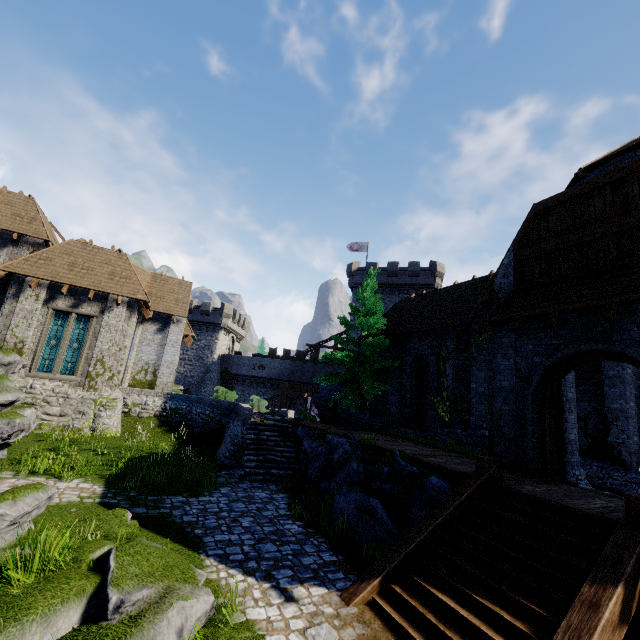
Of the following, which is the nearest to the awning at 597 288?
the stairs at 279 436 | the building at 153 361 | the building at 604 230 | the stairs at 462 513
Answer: the building at 604 230

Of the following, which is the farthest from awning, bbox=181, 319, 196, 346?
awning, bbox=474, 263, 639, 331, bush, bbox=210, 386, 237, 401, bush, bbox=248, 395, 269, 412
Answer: awning, bbox=474, 263, 639, 331

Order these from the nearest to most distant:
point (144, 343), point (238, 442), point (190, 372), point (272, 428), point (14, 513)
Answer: point (14, 513), point (238, 442), point (272, 428), point (144, 343), point (190, 372)

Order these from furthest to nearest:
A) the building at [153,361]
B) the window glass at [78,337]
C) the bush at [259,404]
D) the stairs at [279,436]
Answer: the bush at [259,404] < the window glass at [78,337] < the building at [153,361] < the stairs at [279,436]

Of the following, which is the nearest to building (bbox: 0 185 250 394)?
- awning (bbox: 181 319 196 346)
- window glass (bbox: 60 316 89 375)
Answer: awning (bbox: 181 319 196 346)

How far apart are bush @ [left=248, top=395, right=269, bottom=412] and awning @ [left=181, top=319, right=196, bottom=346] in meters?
6.5 m

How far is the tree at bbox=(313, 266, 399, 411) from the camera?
17.88m

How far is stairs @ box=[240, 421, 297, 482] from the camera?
13.0m
